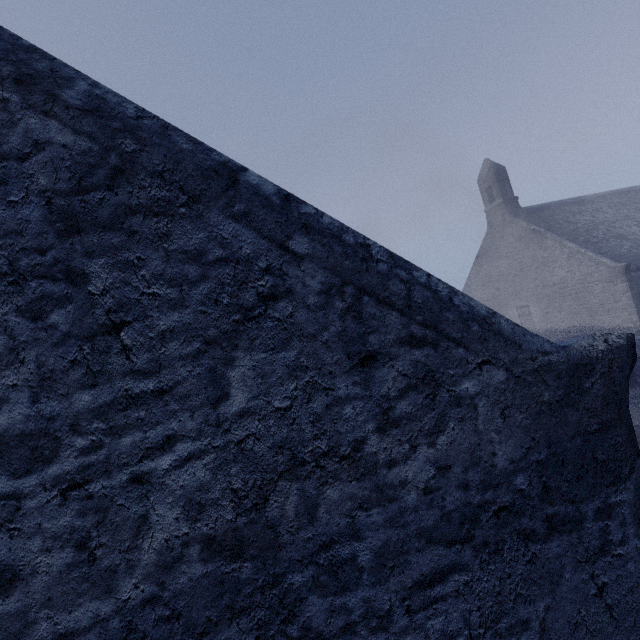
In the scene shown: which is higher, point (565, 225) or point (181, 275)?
point (565, 225)
